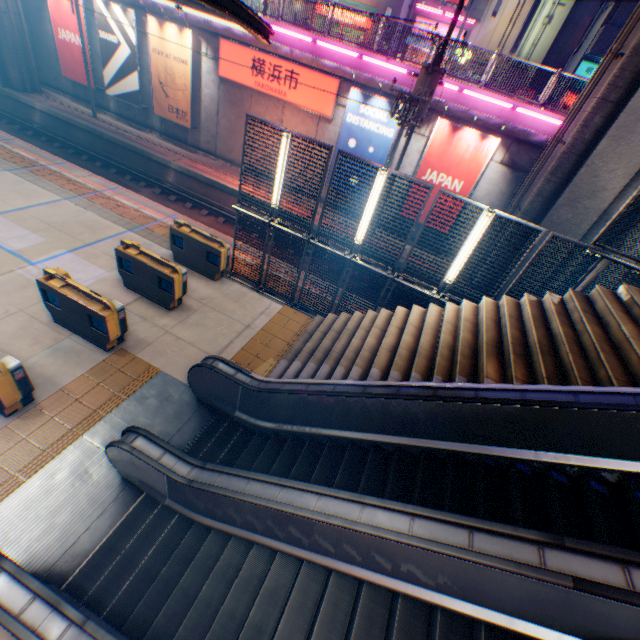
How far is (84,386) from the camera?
6.76m

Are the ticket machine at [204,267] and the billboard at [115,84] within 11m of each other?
no

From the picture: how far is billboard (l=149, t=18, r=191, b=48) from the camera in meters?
16.0 m

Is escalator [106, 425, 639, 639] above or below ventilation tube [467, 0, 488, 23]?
below

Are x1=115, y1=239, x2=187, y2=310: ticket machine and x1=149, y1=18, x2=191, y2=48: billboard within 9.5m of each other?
no

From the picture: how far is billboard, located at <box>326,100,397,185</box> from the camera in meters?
14.6 m

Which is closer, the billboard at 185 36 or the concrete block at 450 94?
the concrete block at 450 94

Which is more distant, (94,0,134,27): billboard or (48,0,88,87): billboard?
(48,0,88,87): billboard
